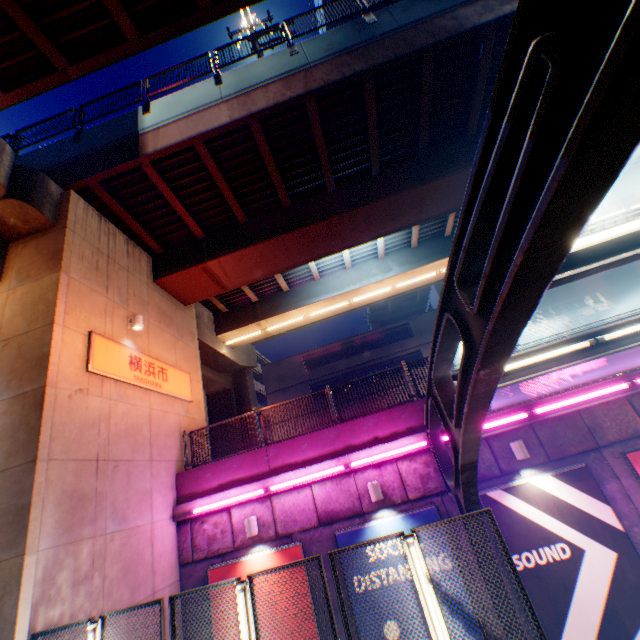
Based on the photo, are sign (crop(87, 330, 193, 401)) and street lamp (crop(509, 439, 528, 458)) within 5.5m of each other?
no

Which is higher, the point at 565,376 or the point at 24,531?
the point at 565,376

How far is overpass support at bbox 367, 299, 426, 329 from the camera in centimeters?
5823cm

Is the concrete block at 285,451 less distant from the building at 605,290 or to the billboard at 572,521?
the billboard at 572,521

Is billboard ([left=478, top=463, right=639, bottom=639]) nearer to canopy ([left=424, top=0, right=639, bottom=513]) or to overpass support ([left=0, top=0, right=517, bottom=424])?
canopy ([left=424, top=0, right=639, bottom=513])

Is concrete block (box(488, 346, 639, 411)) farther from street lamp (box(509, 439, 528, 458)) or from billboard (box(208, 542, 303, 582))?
billboard (box(208, 542, 303, 582))

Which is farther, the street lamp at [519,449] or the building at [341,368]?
the building at [341,368]

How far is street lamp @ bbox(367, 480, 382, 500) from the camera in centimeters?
802cm
